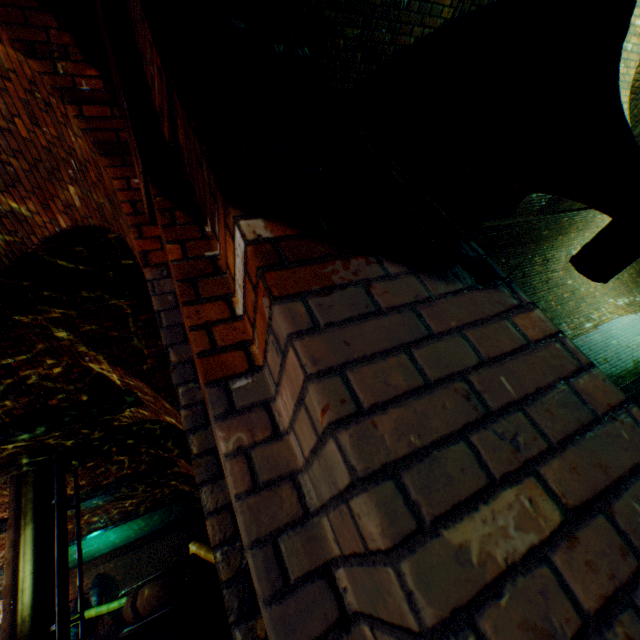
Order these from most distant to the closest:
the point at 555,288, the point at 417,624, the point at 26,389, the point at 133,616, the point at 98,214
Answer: the point at 133,616 → the point at 555,288 → the point at 26,389 → the point at 98,214 → the point at 417,624

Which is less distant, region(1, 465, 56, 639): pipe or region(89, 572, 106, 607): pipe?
region(1, 465, 56, 639): pipe

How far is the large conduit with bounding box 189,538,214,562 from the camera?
10.84m

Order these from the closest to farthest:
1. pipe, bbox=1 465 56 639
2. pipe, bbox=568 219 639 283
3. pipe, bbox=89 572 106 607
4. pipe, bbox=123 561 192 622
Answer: pipe, bbox=568 219 639 283 < pipe, bbox=1 465 56 639 < pipe, bbox=123 561 192 622 < pipe, bbox=89 572 106 607

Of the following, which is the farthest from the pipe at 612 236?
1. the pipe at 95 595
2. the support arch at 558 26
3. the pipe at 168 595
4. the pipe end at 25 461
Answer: the pipe at 95 595

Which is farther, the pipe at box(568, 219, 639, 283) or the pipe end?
the pipe end

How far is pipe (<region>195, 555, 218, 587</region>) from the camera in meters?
11.2 m

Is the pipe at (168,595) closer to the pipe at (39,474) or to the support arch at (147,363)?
the pipe at (39,474)
